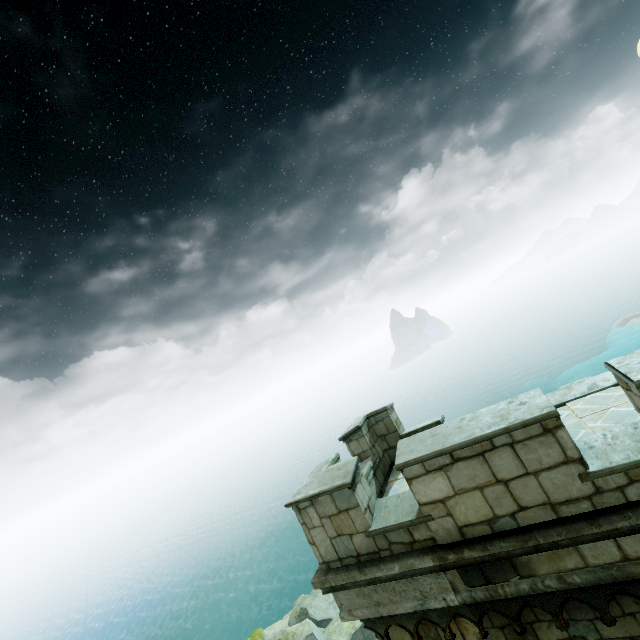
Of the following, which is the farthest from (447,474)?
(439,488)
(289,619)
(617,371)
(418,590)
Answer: (289,619)
